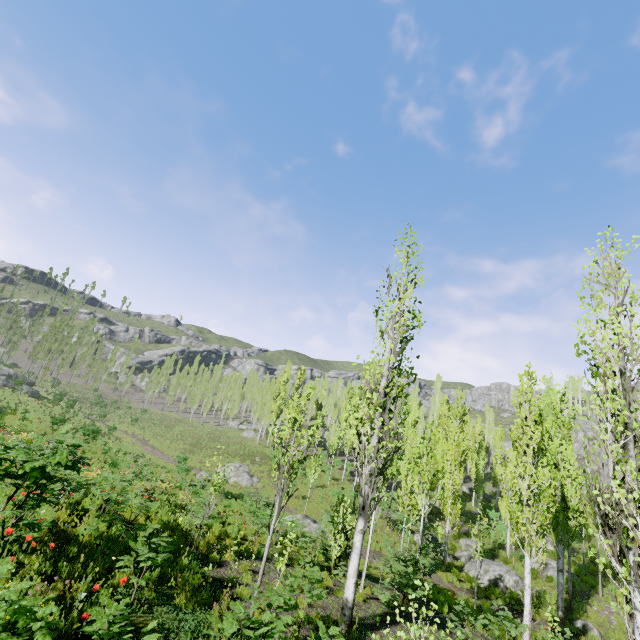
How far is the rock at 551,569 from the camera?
21.8 meters

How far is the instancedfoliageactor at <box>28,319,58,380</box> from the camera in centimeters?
5500cm

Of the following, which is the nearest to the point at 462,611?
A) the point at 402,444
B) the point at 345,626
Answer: the point at 345,626

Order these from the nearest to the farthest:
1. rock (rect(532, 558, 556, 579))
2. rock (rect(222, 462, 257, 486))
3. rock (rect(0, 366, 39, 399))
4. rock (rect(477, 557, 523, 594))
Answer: rock (rect(477, 557, 523, 594)) → rock (rect(532, 558, 556, 579)) → rock (rect(222, 462, 257, 486)) → rock (rect(0, 366, 39, 399))

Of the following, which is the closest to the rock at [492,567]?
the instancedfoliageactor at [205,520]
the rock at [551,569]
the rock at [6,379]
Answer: the instancedfoliageactor at [205,520]

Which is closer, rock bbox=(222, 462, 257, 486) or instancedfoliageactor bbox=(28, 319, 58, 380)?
rock bbox=(222, 462, 257, 486)

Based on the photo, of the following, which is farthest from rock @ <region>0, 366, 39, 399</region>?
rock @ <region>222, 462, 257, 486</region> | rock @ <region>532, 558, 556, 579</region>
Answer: rock @ <region>532, 558, 556, 579</region>

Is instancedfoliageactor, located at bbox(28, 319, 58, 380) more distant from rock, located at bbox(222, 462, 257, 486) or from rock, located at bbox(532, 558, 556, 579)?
rock, located at bbox(222, 462, 257, 486)
